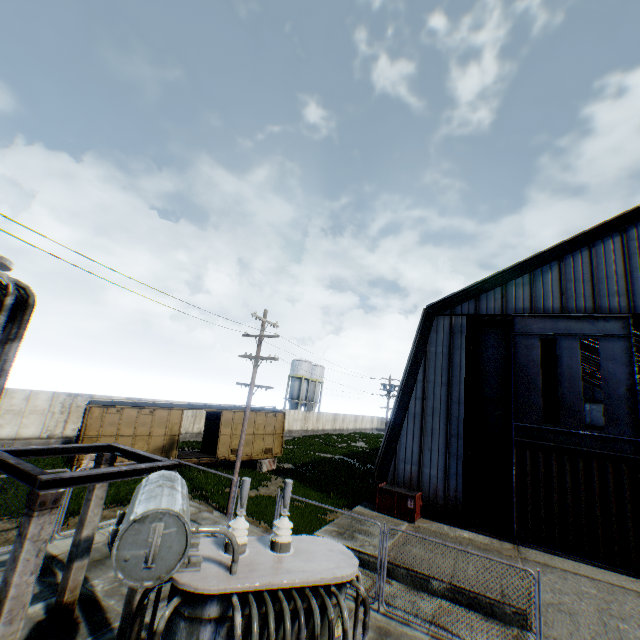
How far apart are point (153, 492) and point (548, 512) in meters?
16.7 m

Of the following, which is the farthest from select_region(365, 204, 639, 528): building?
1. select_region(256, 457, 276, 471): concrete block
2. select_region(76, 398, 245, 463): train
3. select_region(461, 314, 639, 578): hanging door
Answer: select_region(256, 457, 276, 471): concrete block

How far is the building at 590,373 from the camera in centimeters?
3859cm

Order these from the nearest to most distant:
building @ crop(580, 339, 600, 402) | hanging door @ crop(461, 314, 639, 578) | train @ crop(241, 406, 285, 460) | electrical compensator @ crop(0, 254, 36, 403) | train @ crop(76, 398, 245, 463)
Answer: electrical compensator @ crop(0, 254, 36, 403) < hanging door @ crop(461, 314, 639, 578) < train @ crop(76, 398, 245, 463) < train @ crop(241, 406, 285, 460) < building @ crop(580, 339, 600, 402)

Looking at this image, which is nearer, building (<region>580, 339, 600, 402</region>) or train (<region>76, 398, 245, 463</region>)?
train (<region>76, 398, 245, 463</region>)

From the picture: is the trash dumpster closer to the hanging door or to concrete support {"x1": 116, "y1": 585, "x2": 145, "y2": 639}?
the hanging door

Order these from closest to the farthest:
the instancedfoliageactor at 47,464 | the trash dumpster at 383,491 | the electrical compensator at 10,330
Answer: the electrical compensator at 10,330, the trash dumpster at 383,491, the instancedfoliageactor at 47,464

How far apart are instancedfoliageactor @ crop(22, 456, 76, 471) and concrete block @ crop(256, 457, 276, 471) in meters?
11.8 m
